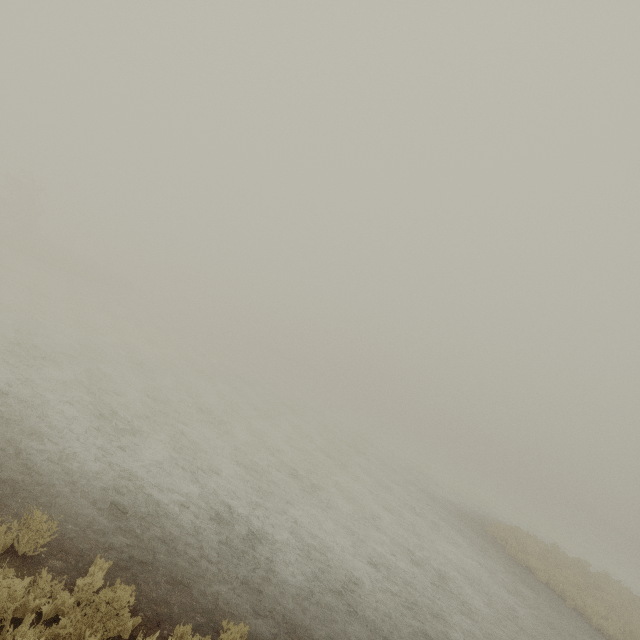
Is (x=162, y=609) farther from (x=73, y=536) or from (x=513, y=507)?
(x=513, y=507)
